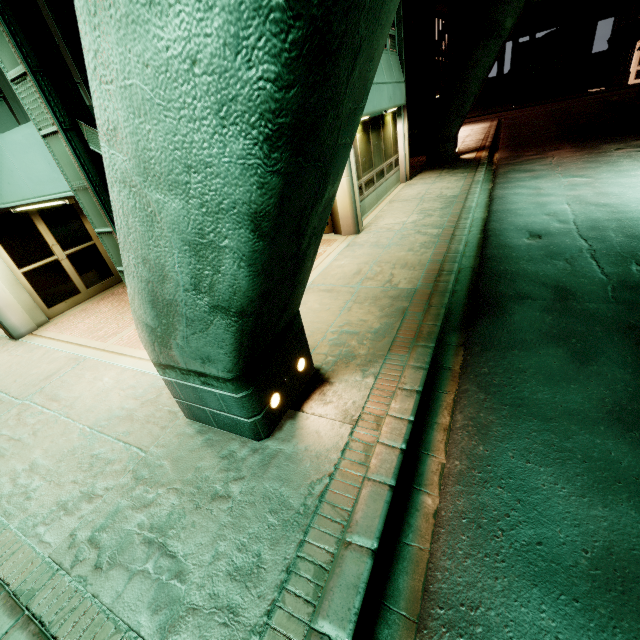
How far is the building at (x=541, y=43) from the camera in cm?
3344

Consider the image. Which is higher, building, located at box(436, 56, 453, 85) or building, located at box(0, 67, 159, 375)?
building, located at box(436, 56, 453, 85)

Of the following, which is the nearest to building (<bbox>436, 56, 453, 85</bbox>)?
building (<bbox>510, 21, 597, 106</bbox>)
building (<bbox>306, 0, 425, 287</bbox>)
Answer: building (<bbox>306, 0, 425, 287</bbox>)

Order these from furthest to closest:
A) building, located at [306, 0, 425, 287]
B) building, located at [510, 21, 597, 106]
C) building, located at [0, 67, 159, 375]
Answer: building, located at [510, 21, 597, 106], building, located at [306, 0, 425, 287], building, located at [0, 67, 159, 375]

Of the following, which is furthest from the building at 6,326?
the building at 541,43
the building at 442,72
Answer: the building at 541,43

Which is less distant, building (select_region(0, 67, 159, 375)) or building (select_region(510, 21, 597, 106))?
building (select_region(0, 67, 159, 375))

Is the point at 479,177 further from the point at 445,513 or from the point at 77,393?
the point at 77,393

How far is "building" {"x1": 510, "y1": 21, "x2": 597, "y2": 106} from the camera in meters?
33.4
